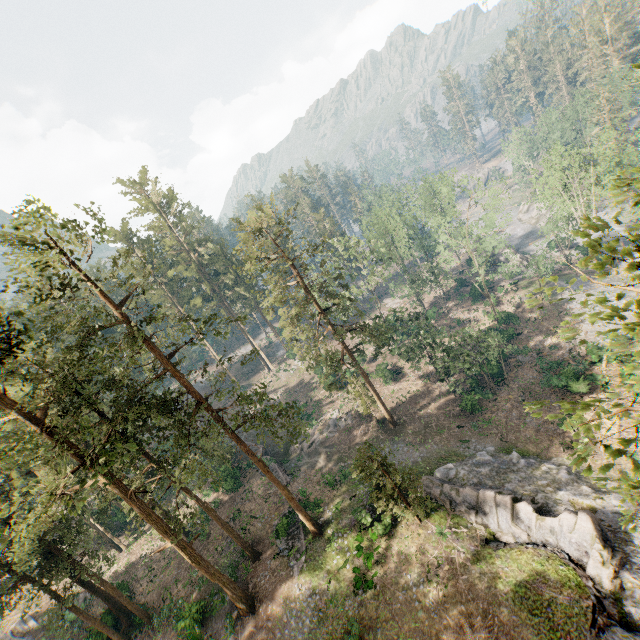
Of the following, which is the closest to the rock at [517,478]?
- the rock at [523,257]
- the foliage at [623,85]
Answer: the foliage at [623,85]

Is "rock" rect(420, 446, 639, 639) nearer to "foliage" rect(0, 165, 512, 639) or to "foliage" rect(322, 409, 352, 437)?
"foliage" rect(0, 165, 512, 639)

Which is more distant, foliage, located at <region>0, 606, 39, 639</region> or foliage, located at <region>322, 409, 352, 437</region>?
foliage, located at <region>322, 409, 352, 437</region>

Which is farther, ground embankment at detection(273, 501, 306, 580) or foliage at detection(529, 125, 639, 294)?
ground embankment at detection(273, 501, 306, 580)

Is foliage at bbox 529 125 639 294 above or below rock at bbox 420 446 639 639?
above

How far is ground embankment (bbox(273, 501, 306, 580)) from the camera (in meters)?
26.03

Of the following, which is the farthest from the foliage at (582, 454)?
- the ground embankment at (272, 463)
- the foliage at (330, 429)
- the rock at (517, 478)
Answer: the foliage at (330, 429)

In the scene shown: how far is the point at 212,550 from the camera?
31.6 meters
